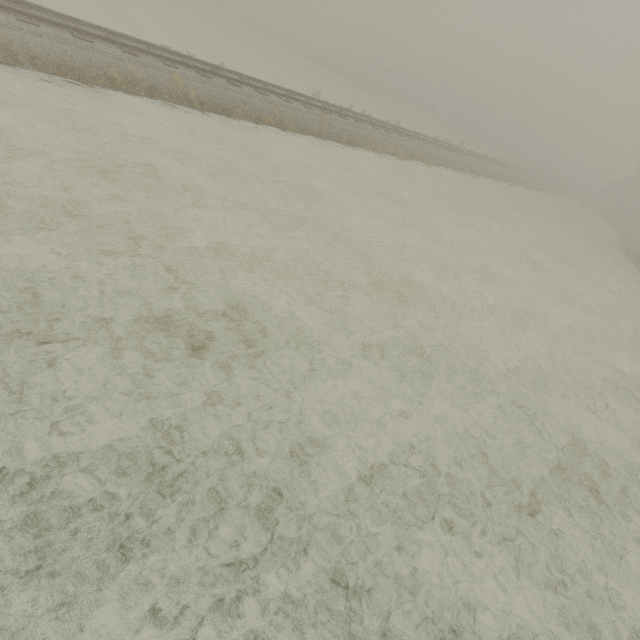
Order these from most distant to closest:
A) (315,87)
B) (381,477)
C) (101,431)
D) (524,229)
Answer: (315,87), (524,229), (381,477), (101,431)
